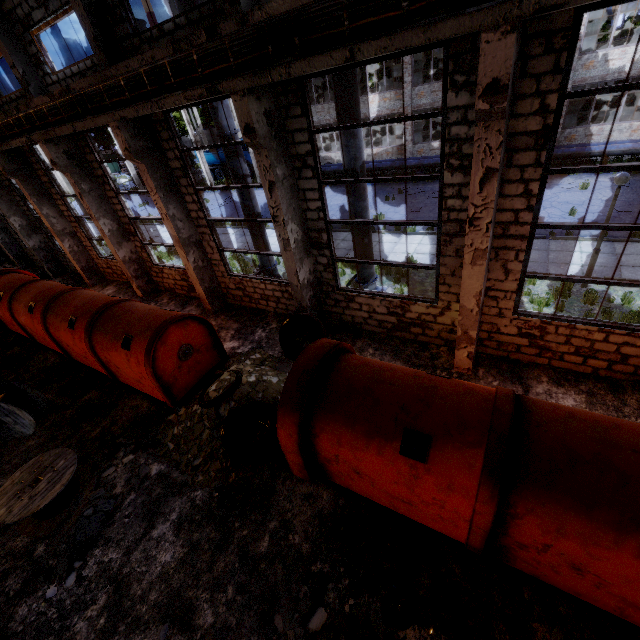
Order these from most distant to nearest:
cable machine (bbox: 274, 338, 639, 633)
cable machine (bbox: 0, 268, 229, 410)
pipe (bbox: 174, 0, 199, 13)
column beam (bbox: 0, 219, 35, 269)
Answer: column beam (bbox: 0, 219, 35, 269) < cable machine (bbox: 0, 268, 229, 410) < pipe (bbox: 174, 0, 199, 13) < cable machine (bbox: 274, 338, 639, 633)

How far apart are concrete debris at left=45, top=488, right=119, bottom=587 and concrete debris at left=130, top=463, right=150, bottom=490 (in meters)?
0.31

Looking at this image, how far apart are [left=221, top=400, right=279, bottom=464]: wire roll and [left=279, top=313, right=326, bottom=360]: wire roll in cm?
188

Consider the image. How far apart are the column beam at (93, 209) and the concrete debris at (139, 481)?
8.9 meters

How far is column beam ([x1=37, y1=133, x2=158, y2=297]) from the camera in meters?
11.0

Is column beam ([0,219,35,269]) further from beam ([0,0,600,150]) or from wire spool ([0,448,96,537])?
wire spool ([0,448,96,537])

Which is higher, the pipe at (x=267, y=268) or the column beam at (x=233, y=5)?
the column beam at (x=233, y=5)

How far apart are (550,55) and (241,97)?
5.2 meters
